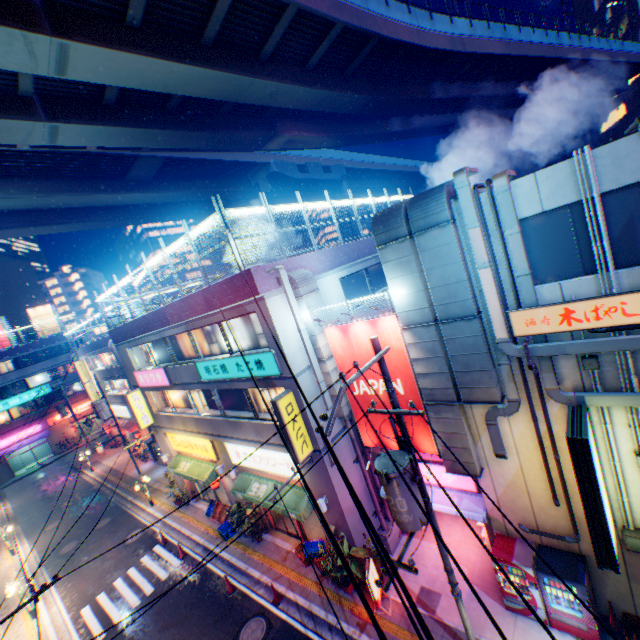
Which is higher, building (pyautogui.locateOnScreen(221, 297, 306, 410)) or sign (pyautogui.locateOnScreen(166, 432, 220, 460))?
building (pyautogui.locateOnScreen(221, 297, 306, 410))

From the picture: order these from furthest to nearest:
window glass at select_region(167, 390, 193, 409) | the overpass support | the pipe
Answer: the overpass support → window glass at select_region(167, 390, 193, 409) → the pipe

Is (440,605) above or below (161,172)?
below

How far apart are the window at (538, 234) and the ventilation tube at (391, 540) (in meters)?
11.17

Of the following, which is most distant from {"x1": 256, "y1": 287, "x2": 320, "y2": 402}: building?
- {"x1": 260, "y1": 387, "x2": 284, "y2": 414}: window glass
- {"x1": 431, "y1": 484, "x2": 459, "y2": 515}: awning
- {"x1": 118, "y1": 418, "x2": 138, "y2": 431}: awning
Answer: {"x1": 118, "y1": 418, "x2": 138, "y2": 431}: awning

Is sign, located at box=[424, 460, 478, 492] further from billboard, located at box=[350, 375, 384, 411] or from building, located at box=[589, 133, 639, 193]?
billboard, located at box=[350, 375, 384, 411]

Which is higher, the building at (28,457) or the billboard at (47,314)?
the billboard at (47,314)

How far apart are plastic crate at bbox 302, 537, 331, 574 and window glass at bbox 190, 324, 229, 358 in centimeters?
869cm
